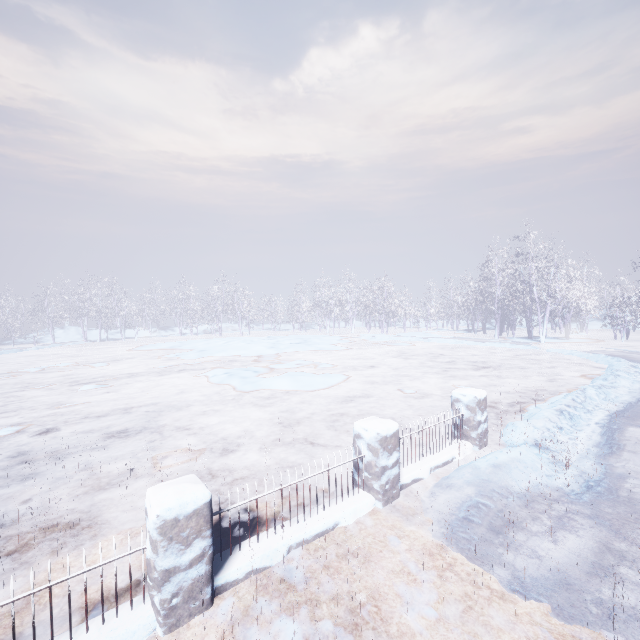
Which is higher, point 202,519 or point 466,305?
point 466,305
